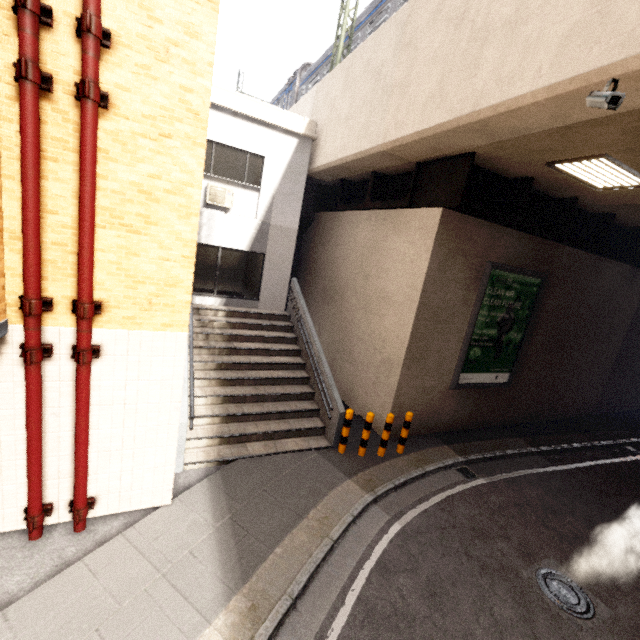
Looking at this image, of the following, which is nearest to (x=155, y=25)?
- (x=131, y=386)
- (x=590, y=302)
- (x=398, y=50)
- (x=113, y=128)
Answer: (x=113, y=128)

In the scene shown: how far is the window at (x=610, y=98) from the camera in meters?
3.6 m

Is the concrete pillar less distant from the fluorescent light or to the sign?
the sign

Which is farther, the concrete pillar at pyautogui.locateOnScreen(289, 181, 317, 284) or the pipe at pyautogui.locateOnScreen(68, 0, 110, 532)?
the concrete pillar at pyautogui.locateOnScreen(289, 181, 317, 284)

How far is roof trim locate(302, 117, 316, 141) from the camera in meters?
10.2 m

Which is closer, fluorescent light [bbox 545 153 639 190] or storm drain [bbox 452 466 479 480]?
fluorescent light [bbox 545 153 639 190]

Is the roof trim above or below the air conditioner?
above

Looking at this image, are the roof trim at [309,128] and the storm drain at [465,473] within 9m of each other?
no
